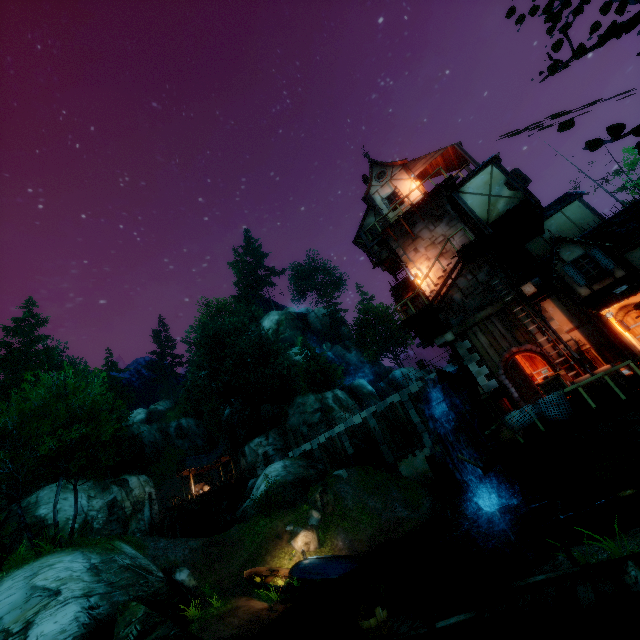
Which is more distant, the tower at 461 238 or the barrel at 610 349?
the tower at 461 238

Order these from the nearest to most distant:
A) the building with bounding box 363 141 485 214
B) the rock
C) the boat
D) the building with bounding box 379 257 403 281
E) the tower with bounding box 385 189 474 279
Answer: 1. the boat
2. the tower with bounding box 385 189 474 279
3. the rock
4. the building with bounding box 363 141 485 214
5. the building with bounding box 379 257 403 281

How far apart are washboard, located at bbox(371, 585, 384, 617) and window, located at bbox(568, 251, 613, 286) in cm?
1338

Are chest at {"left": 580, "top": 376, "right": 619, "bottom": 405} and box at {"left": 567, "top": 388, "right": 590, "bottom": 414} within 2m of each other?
yes

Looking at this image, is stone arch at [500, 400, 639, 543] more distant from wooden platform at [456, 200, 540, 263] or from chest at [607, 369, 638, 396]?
wooden platform at [456, 200, 540, 263]

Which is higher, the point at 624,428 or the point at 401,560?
the point at 624,428

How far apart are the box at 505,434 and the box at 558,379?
1.3m

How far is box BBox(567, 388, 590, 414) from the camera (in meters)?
10.50
